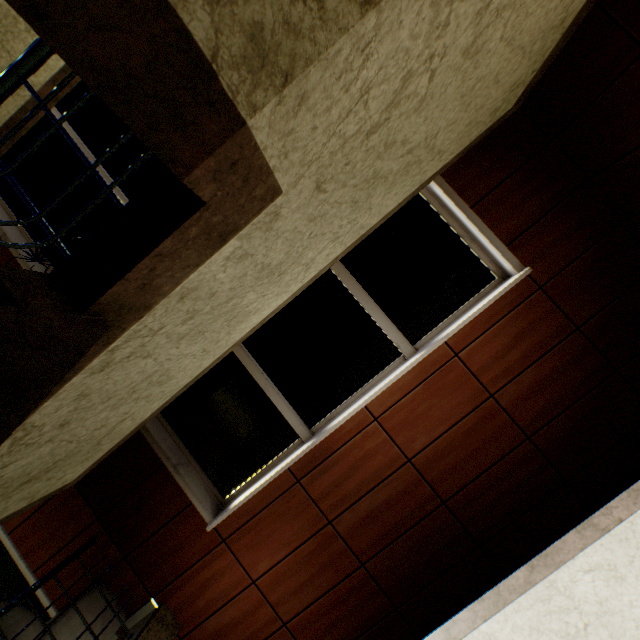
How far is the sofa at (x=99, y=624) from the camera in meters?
3.0 m

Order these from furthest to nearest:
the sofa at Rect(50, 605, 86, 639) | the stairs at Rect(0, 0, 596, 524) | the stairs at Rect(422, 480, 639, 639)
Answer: the sofa at Rect(50, 605, 86, 639), the stairs at Rect(422, 480, 639, 639), the stairs at Rect(0, 0, 596, 524)

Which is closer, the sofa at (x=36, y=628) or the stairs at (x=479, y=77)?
the stairs at (x=479, y=77)

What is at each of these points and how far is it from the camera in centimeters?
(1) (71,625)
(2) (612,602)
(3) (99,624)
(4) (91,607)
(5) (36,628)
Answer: (1) sofa, 288cm
(2) stairs, 229cm
(3) sofa, 304cm
(4) sofa, 308cm
(5) sofa, 269cm

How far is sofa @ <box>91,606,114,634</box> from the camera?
3.0 meters

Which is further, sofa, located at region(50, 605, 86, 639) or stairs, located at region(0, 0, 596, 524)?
sofa, located at region(50, 605, 86, 639)
